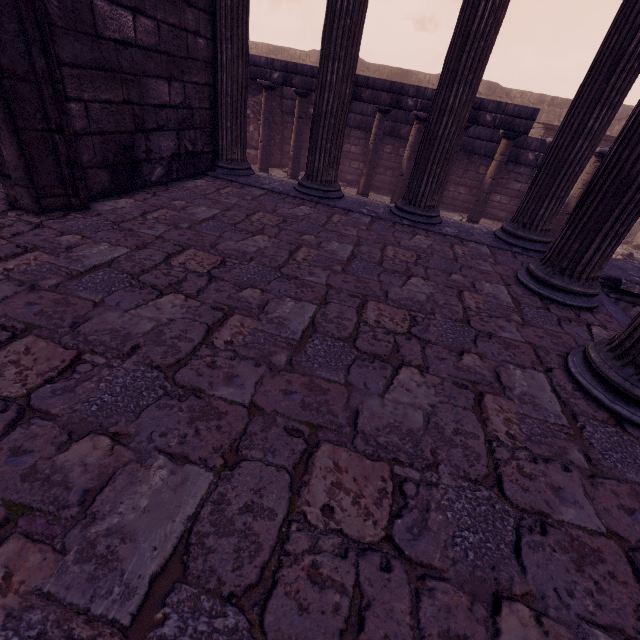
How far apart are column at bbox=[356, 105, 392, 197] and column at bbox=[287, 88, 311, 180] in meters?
1.9

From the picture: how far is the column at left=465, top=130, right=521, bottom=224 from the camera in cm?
807

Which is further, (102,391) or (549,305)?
(549,305)

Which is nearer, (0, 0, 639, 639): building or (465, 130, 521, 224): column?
(0, 0, 639, 639): building

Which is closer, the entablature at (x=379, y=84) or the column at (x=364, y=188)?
the entablature at (x=379, y=84)

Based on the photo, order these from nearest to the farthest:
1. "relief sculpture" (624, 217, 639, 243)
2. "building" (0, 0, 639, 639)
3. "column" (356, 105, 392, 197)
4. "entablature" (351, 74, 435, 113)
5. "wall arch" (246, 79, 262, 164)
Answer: "building" (0, 0, 639, 639) → "entablature" (351, 74, 435, 113) → "column" (356, 105, 392, 197) → "wall arch" (246, 79, 262, 164) → "relief sculpture" (624, 217, 639, 243)

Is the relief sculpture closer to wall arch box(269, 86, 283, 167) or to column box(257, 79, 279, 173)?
wall arch box(269, 86, 283, 167)

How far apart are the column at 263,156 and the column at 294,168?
0.51m
